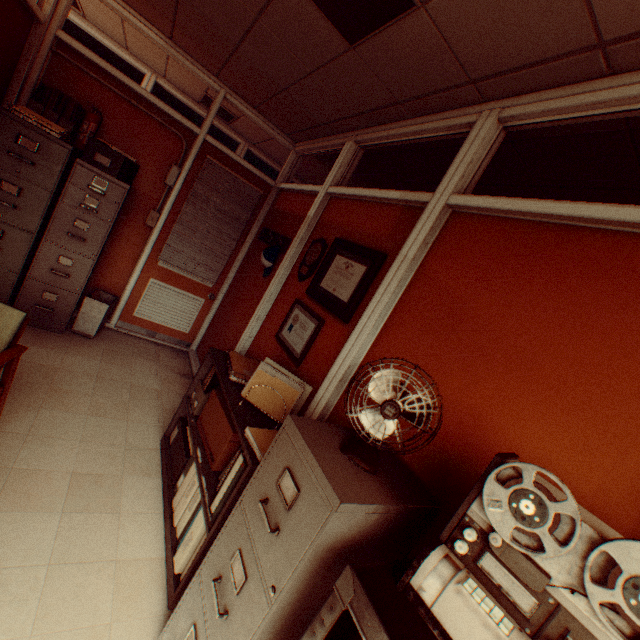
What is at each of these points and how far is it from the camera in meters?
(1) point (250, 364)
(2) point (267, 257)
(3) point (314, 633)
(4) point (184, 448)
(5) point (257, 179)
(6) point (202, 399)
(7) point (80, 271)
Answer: (1) paper packet, 2.8 m
(2) hat, 3.8 m
(3) cart, 1.0 m
(4) paper box, 2.6 m
(5) door, 4.6 m
(6) file holder, 2.7 m
(7) file cabinet, 3.6 m

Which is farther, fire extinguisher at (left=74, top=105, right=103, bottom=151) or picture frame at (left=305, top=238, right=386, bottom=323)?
fire extinguisher at (left=74, top=105, right=103, bottom=151)

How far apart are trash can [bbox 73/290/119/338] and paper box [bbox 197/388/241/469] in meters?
2.2 m

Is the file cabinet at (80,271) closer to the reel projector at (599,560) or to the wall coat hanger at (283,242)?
the wall coat hanger at (283,242)

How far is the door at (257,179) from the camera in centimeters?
431cm

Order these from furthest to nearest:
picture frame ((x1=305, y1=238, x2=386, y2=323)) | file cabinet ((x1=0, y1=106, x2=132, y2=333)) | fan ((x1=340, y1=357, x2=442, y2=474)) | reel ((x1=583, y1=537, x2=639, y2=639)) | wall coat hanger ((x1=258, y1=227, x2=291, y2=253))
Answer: wall coat hanger ((x1=258, y1=227, x2=291, y2=253)), file cabinet ((x1=0, y1=106, x2=132, y2=333)), picture frame ((x1=305, y1=238, x2=386, y2=323)), fan ((x1=340, y1=357, x2=442, y2=474)), reel ((x1=583, y1=537, x2=639, y2=639))

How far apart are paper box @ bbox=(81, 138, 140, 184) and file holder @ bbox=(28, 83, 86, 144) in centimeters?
28cm

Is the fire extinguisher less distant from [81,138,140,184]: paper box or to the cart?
[81,138,140,184]: paper box
